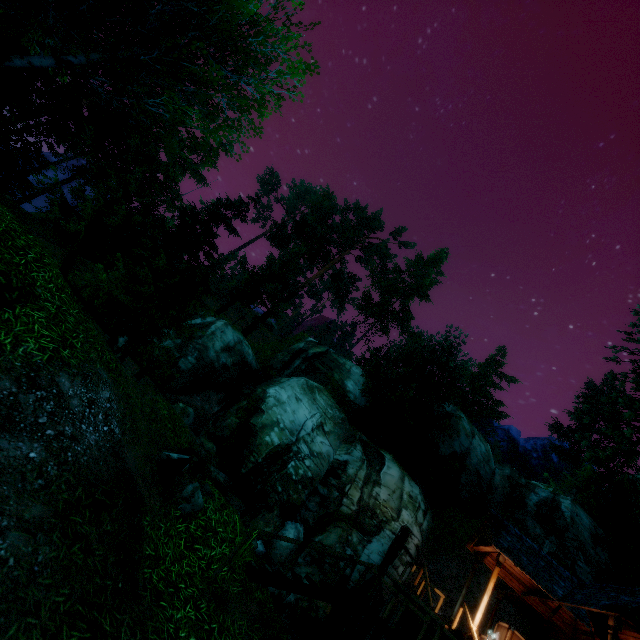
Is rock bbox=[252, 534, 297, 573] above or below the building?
below

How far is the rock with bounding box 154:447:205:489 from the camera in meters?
6.8 m

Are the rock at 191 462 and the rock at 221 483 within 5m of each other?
no

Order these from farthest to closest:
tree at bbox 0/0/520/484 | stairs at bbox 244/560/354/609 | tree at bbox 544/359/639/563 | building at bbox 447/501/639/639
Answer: tree at bbox 544/359/639/563
building at bbox 447/501/639/639
stairs at bbox 244/560/354/609
tree at bbox 0/0/520/484

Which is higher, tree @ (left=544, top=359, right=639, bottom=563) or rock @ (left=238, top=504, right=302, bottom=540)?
tree @ (left=544, top=359, right=639, bottom=563)

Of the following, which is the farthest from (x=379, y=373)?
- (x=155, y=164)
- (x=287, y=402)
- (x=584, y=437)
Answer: (x=584, y=437)

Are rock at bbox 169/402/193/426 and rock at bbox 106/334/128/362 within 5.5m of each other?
no

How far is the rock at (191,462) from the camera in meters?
6.8 m
